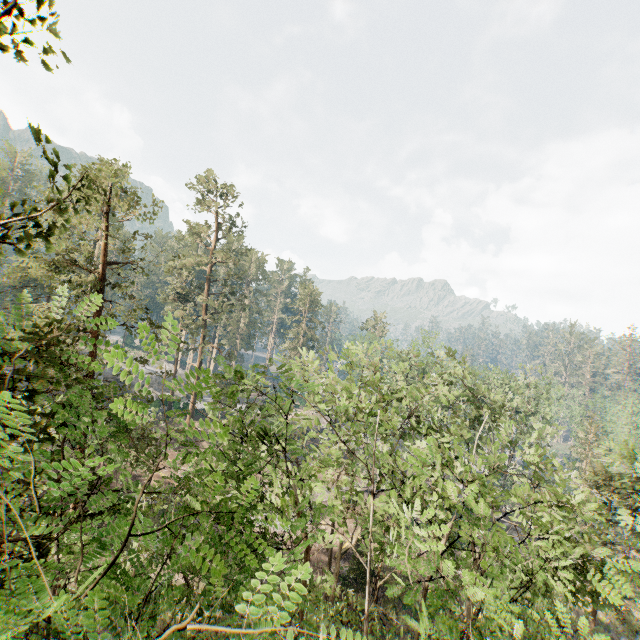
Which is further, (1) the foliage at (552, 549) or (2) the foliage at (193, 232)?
(2) the foliage at (193, 232)

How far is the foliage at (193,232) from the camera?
39.3m

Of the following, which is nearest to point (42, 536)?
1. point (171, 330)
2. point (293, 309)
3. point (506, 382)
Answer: point (171, 330)

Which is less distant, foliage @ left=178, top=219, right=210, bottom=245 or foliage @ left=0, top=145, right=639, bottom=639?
foliage @ left=0, top=145, right=639, bottom=639

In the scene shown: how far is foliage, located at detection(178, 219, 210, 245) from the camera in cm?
3928

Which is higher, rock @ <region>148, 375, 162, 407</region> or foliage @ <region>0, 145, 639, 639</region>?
foliage @ <region>0, 145, 639, 639</region>

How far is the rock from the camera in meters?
44.5

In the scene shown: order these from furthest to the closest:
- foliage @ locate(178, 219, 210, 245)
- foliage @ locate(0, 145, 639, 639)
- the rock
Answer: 1. the rock
2. foliage @ locate(178, 219, 210, 245)
3. foliage @ locate(0, 145, 639, 639)
